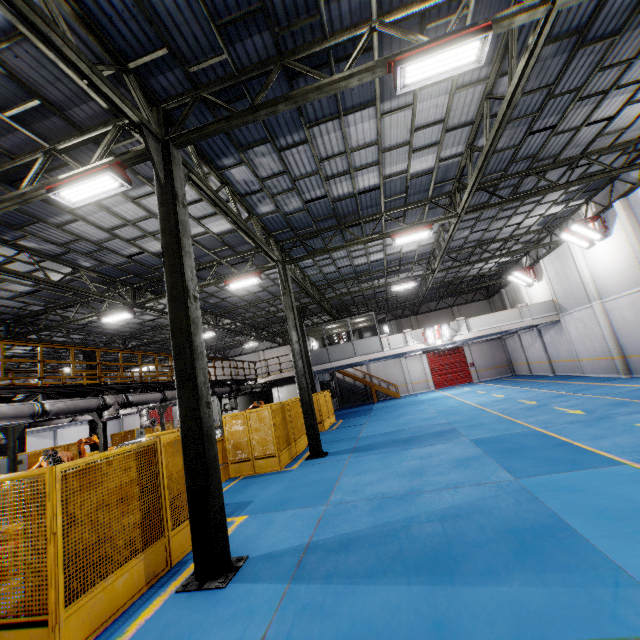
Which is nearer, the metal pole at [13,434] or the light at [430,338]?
the metal pole at [13,434]

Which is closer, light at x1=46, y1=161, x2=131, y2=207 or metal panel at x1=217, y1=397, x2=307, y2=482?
light at x1=46, y1=161, x2=131, y2=207

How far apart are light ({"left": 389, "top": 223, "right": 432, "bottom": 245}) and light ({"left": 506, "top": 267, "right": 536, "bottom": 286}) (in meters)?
14.16

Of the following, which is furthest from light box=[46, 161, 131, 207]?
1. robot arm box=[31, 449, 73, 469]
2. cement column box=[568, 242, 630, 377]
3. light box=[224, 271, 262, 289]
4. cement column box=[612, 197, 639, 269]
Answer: cement column box=[568, 242, 630, 377]

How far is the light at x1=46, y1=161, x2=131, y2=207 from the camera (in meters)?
6.65

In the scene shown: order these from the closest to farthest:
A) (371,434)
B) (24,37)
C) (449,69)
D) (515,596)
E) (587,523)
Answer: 1. (515,596)
2. (587,523)
3. (24,37)
4. (449,69)
5. (371,434)

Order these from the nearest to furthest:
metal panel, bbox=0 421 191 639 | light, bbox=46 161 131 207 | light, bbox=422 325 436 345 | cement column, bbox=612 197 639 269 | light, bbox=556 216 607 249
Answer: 1. metal panel, bbox=0 421 191 639
2. light, bbox=46 161 131 207
3. cement column, bbox=612 197 639 269
4. light, bbox=556 216 607 249
5. light, bbox=422 325 436 345

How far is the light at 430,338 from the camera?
21.8m
